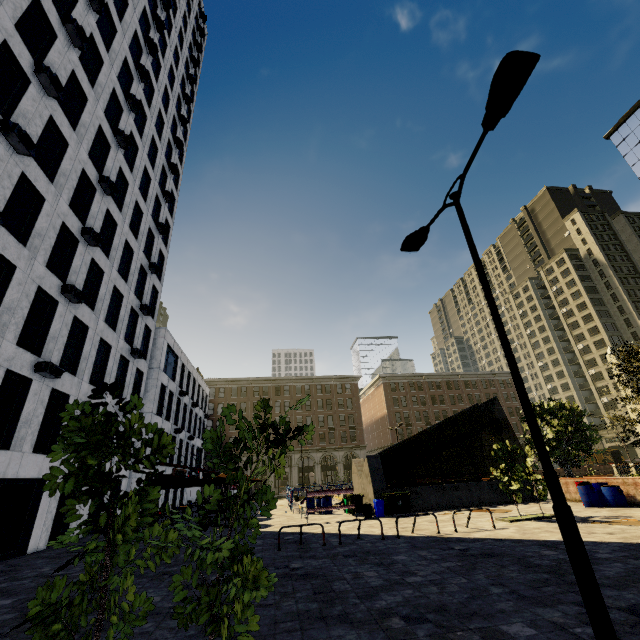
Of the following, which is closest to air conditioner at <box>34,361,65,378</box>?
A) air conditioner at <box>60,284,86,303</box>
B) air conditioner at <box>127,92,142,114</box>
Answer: air conditioner at <box>60,284,86,303</box>

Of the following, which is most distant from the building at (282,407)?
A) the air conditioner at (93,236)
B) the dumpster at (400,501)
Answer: the dumpster at (400,501)

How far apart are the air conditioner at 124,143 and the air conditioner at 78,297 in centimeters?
1159cm

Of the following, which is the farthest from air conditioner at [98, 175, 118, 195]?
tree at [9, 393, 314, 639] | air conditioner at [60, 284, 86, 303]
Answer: tree at [9, 393, 314, 639]

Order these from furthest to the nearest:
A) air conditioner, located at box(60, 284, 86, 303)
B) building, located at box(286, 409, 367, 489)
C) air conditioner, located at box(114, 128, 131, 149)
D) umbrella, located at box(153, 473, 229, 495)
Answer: building, located at box(286, 409, 367, 489) < air conditioner, located at box(114, 128, 131, 149) < umbrella, located at box(153, 473, 229, 495) < air conditioner, located at box(60, 284, 86, 303)

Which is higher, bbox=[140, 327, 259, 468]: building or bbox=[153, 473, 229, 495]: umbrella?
bbox=[140, 327, 259, 468]: building

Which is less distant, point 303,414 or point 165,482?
point 165,482

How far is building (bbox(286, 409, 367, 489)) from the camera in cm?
5588
